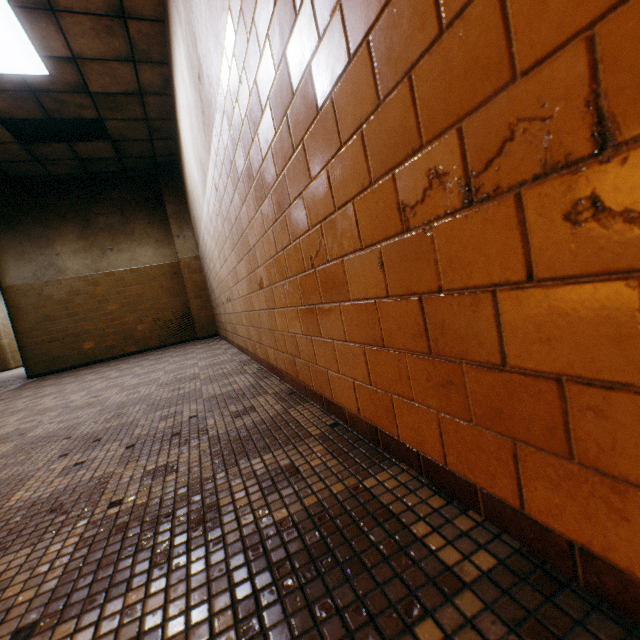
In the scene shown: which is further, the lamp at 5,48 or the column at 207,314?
the column at 207,314

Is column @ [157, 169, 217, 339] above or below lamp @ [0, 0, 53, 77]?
below

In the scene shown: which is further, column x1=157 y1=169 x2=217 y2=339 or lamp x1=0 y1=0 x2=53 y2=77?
column x1=157 y1=169 x2=217 y2=339

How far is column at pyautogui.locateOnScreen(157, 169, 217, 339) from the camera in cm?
736

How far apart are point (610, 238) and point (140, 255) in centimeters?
862cm

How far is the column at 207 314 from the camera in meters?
7.4
